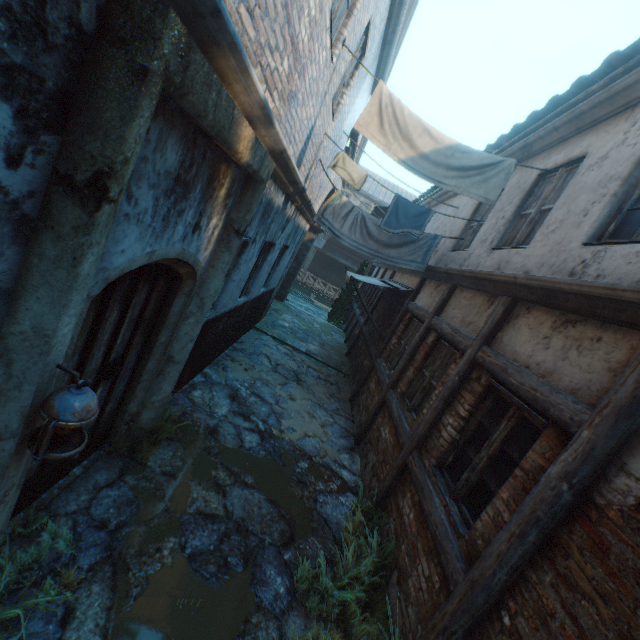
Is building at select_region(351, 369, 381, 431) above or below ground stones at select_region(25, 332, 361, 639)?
above

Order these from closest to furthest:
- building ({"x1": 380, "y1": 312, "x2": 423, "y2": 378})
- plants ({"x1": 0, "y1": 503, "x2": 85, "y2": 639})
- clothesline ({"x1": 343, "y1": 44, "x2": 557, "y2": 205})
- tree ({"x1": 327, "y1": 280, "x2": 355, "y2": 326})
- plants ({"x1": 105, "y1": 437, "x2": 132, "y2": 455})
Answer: plants ({"x1": 0, "y1": 503, "x2": 85, "y2": 639})
plants ({"x1": 105, "y1": 437, "x2": 132, "y2": 455})
clothesline ({"x1": 343, "y1": 44, "x2": 557, "y2": 205})
building ({"x1": 380, "y1": 312, "x2": 423, "y2": 378})
tree ({"x1": 327, "y1": 280, "x2": 355, "y2": 326})

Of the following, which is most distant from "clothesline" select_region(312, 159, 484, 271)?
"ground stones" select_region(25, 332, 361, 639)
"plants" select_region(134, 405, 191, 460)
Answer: "plants" select_region(134, 405, 191, 460)

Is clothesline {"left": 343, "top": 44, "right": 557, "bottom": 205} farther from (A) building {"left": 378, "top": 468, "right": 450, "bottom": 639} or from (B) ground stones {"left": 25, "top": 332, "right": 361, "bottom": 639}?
(B) ground stones {"left": 25, "top": 332, "right": 361, "bottom": 639}

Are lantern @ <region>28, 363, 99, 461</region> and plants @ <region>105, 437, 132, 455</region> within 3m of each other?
yes

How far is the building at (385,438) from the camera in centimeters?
502cm

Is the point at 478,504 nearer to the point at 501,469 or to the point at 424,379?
the point at 501,469

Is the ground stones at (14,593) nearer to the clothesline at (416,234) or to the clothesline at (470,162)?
the clothesline at (416,234)
